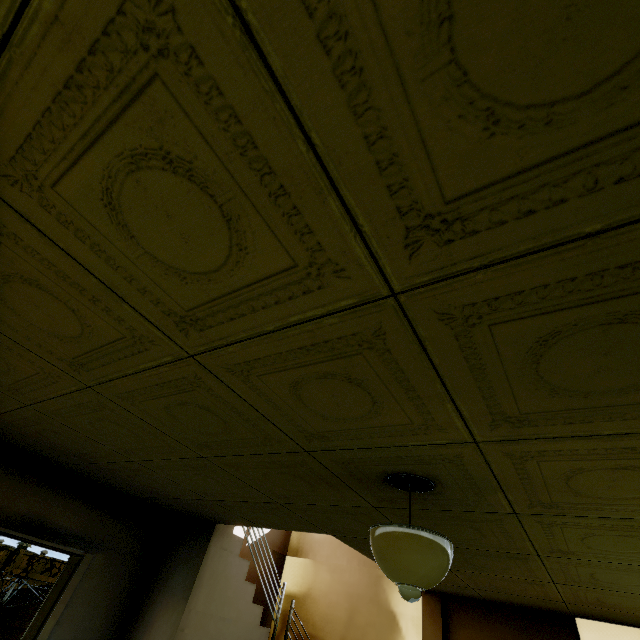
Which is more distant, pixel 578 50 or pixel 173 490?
pixel 173 490

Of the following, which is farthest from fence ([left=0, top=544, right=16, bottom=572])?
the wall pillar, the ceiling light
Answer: the ceiling light

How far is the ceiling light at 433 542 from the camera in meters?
1.6 m

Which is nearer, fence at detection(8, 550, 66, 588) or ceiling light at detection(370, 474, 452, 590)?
ceiling light at detection(370, 474, 452, 590)

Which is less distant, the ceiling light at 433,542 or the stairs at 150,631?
the ceiling light at 433,542

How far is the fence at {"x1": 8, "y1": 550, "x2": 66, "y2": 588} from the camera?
9.44m

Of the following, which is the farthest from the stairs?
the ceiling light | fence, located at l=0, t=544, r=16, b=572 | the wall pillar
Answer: the ceiling light

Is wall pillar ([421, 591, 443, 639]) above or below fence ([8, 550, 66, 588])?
above
